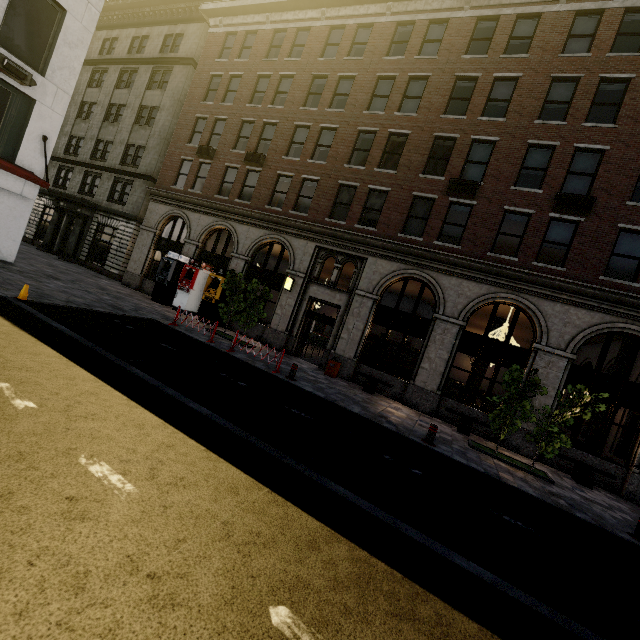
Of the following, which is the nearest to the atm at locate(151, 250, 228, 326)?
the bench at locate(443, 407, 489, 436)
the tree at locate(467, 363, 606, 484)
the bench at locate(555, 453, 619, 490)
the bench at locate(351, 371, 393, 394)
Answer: the bench at locate(351, 371, 393, 394)

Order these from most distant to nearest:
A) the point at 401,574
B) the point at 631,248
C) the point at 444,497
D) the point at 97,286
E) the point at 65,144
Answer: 1. the point at 65,144
2. the point at 97,286
3. the point at 631,248
4. the point at 444,497
5. the point at 401,574

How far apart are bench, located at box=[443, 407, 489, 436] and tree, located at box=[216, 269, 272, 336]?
9.3m

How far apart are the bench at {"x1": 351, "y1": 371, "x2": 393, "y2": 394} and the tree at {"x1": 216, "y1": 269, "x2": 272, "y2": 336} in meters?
5.5 m

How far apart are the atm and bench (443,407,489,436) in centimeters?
1455cm

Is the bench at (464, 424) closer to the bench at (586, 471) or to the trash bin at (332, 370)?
the bench at (586, 471)

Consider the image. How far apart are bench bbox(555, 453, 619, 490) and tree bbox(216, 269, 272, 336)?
13.2 meters

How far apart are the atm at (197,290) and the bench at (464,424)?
14.55m
